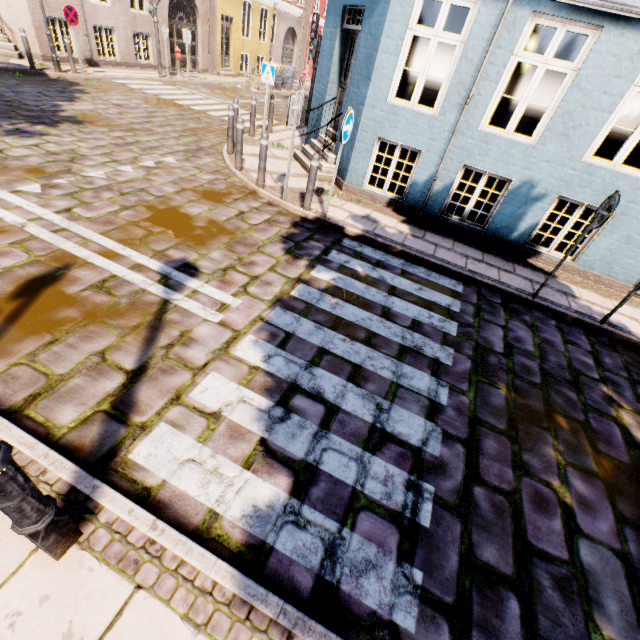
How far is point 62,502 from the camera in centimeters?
218cm

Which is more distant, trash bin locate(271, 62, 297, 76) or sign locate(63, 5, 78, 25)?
trash bin locate(271, 62, 297, 76)

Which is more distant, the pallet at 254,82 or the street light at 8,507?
the pallet at 254,82

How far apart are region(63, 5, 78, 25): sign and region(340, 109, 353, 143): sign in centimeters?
1260cm

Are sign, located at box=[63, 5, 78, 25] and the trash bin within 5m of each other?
no

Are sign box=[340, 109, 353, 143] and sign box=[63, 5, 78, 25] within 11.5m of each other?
no

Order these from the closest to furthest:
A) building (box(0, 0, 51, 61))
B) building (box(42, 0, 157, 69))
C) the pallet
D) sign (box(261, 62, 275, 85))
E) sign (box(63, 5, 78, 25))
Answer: sign (box(261, 62, 275, 85))
sign (box(63, 5, 78, 25))
building (box(0, 0, 51, 61))
building (box(42, 0, 157, 69))
the pallet

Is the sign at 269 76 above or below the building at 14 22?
above
